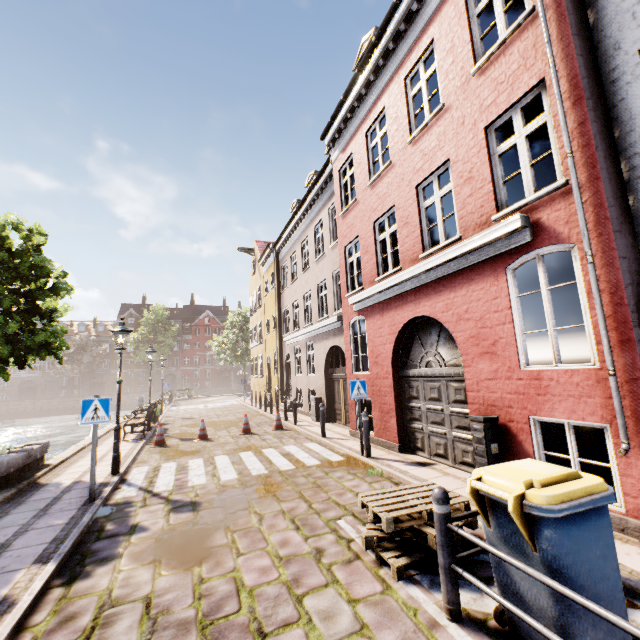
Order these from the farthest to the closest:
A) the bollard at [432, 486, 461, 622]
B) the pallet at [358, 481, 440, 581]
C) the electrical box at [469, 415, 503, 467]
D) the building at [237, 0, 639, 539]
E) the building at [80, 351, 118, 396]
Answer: the building at [80, 351, 118, 396] → the electrical box at [469, 415, 503, 467] → the building at [237, 0, 639, 539] → the pallet at [358, 481, 440, 581] → the bollard at [432, 486, 461, 622]

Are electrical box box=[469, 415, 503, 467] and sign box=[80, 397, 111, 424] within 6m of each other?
no

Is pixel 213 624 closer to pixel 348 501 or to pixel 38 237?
pixel 348 501

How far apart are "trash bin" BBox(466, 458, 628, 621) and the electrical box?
2.3 meters

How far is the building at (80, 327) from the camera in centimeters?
5803cm

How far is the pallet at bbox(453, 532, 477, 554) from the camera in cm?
371

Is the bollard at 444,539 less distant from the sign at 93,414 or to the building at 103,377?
the sign at 93,414

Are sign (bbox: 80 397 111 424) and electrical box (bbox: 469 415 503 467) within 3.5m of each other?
no
